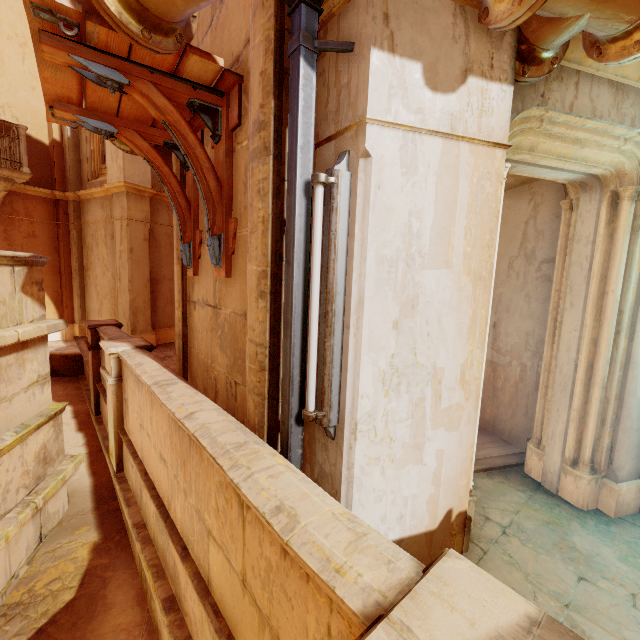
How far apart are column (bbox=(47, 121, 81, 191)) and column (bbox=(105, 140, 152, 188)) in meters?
2.0

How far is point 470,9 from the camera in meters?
1.9

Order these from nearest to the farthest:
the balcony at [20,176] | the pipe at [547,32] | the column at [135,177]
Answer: the pipe at [547,32]
the balcony at [20,176]
the column at [135,177]

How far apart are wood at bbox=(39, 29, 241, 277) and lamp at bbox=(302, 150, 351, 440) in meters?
1.0

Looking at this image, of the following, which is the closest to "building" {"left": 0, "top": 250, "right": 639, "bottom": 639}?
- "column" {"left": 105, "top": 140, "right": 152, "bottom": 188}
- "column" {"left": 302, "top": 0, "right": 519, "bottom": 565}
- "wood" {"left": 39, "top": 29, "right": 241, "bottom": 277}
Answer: "column" {"left": 302, "top": 0, "right": 519, "bottom": 565}

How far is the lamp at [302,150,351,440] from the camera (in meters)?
1.90

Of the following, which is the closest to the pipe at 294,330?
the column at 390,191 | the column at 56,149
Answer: the column at 390,191

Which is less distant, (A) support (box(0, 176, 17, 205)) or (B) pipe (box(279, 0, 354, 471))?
(B) pipe (box(279, 0, 354, 471))
